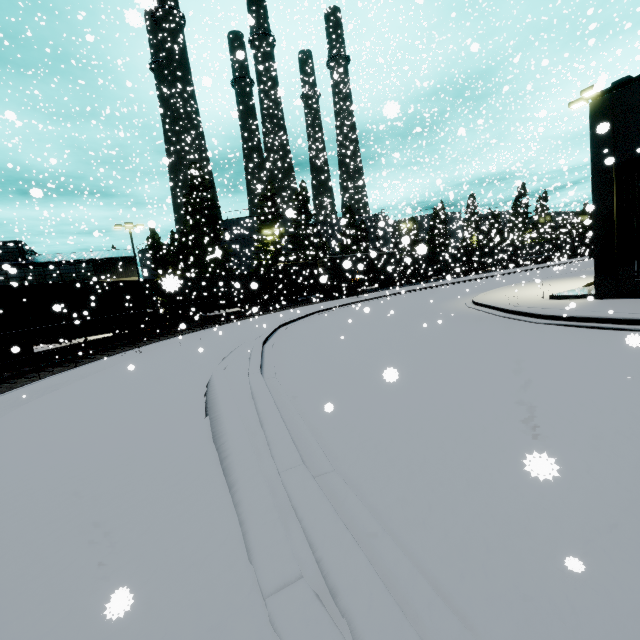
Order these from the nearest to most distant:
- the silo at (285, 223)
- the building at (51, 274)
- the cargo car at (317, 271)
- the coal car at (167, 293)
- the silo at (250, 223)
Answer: the coal car at (167, 293) < the building at (51, 274) < the cargo car at (317, 271) < the silo at (250, 223) < the silo at (285, 223)

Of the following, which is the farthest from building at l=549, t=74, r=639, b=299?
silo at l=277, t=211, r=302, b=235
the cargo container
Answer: the cargo container

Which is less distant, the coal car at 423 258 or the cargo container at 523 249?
the coal car at 423 258

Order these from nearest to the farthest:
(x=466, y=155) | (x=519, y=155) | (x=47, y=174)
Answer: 1. (x=47, y=174)
2. (x=519, y=155)
3. (x=466, y=155)

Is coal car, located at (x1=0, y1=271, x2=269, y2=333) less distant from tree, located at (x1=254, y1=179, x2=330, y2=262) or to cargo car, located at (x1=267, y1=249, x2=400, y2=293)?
cargo car, located at (x1=267, y1=249, x2=400, y2=293)

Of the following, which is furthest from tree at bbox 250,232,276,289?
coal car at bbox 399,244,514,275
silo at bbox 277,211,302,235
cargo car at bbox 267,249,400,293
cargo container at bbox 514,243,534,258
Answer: cargo container at bbox 514,243,534,258

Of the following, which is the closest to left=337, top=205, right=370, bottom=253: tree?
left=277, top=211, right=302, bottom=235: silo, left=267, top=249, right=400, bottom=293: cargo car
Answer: left=277, top=211, right=302, bottom=235: silo

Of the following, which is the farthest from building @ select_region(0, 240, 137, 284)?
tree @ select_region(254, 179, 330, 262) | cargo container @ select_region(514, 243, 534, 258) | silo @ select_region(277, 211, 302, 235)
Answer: cargo container @ select_region(514, 243, 534, 258)
